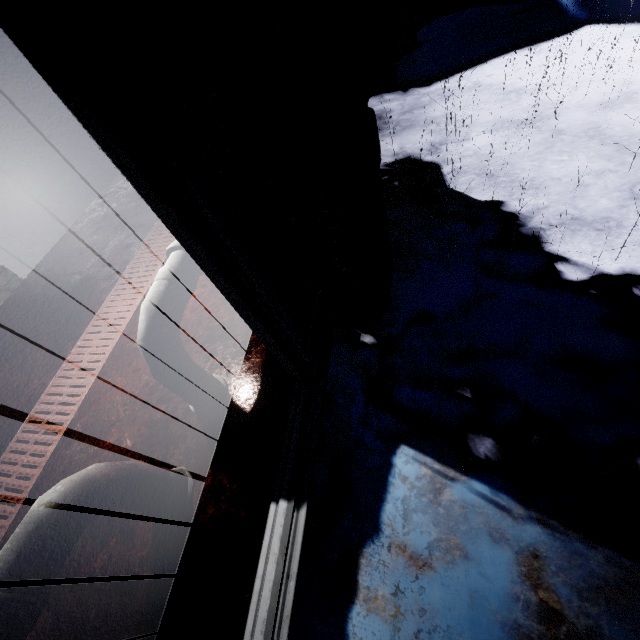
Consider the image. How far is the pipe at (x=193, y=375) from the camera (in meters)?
1.34

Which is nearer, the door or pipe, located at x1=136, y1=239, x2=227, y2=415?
the door

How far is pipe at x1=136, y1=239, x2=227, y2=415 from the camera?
1.34m

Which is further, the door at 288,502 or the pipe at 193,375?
the pipe at 193,375

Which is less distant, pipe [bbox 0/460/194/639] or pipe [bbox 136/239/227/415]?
pipe [bbox 0/460/194/639]

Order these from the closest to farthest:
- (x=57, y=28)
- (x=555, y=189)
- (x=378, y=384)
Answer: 1. (x=57, y=28)
2. (x=378, y=384)
3. (x=555, y=189)
